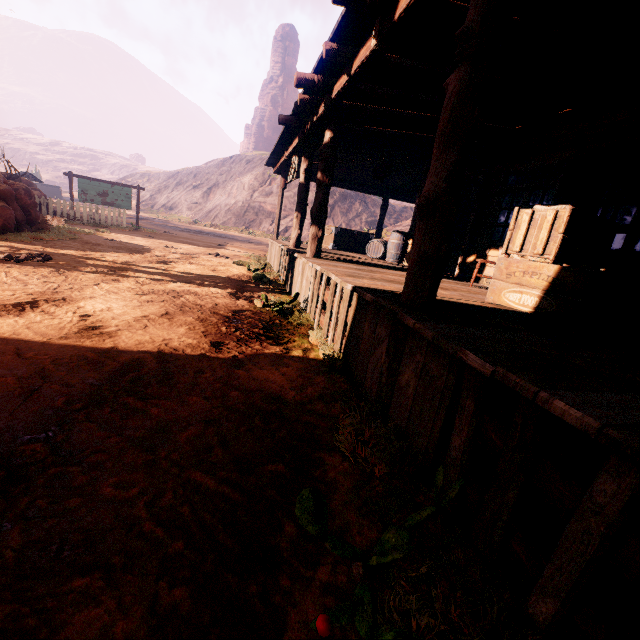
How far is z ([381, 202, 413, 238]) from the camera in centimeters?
2860cm

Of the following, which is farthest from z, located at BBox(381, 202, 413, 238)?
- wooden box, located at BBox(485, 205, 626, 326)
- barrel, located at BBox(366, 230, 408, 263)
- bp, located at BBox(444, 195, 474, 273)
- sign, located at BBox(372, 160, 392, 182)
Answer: bp, located at BBox(444, 195, 474, 273)

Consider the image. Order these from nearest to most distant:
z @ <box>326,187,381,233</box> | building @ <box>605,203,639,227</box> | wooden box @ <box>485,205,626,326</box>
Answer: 1. wooden box @ <box>485,205,626,326</box>
2. building @ <box>605,203,639,227</box>
3. z @ <box>326,187,381,233</box>

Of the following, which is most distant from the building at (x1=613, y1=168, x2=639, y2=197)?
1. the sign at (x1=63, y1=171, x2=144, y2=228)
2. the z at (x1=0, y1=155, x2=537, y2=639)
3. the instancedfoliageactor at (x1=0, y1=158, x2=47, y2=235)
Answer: the sign at (x1=63, y1=171, x2=144, y2=228)

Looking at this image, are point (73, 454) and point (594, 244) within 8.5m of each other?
yes

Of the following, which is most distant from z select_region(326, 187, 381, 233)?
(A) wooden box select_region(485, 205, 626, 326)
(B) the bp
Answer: (B) the bp

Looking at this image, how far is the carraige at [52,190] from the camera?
44.8 meters

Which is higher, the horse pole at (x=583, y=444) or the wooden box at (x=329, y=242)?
the wooden box at (x=329, y=242)
